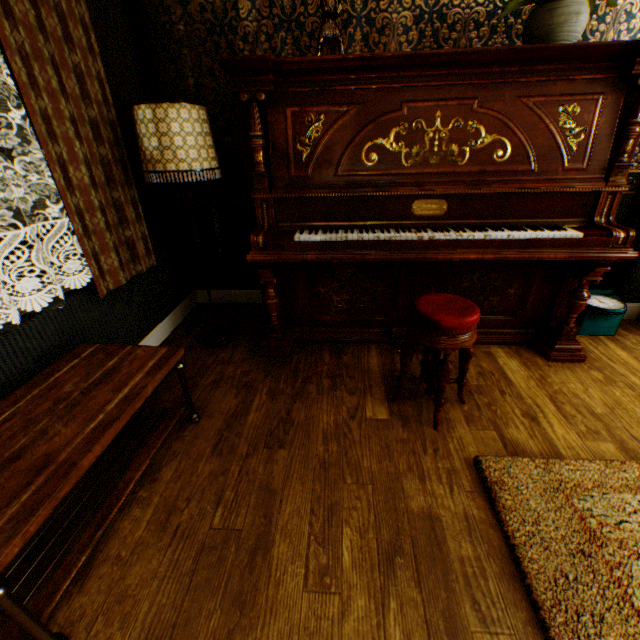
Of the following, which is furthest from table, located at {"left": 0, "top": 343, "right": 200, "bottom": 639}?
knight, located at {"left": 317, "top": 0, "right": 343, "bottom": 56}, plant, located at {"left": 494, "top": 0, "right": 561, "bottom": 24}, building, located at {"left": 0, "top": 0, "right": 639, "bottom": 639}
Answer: plant, located at {"left": 494, "top": 0, "right": 561, "bottom": 24}

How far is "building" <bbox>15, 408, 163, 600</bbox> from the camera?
1.3m

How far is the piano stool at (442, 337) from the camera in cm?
172

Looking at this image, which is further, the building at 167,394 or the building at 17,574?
the building at 167,394

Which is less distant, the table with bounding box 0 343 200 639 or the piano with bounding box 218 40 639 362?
the table with bounding box 0 343 200 639

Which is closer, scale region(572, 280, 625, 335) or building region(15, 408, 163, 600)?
building region(15, 408, 163, 600)

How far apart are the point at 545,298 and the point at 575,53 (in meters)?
1.60
